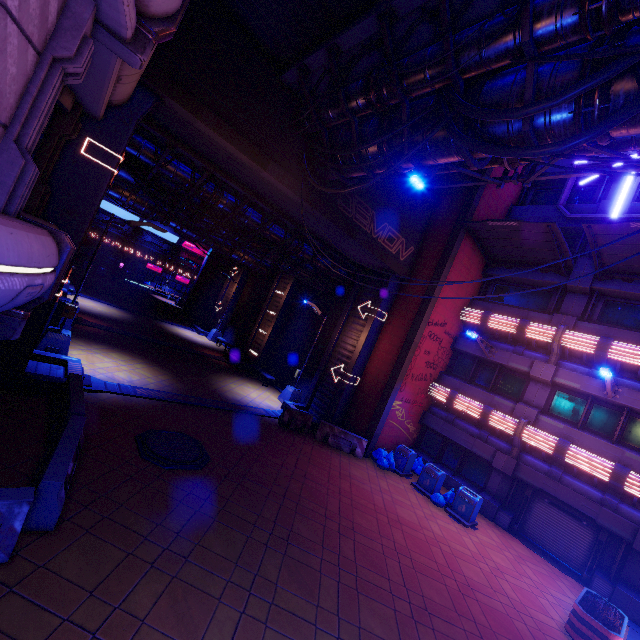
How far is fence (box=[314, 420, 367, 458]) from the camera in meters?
15.3 m

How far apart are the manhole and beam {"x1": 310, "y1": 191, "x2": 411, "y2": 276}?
9.2m

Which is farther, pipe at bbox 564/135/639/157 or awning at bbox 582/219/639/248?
awning at bbox 582/219/639/248

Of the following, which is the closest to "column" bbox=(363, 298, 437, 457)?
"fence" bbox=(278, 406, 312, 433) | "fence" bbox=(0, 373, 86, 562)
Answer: "fence" bbox=(278, 406, 312, 433)

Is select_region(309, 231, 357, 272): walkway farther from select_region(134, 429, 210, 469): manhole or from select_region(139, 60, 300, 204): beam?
select_region(134, 429, 210, 469): manhole

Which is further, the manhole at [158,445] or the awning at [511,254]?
the awning at [511,254]

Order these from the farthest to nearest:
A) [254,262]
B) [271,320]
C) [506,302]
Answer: [254,262]
[271,320]
[506,302]

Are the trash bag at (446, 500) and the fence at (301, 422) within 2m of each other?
no
